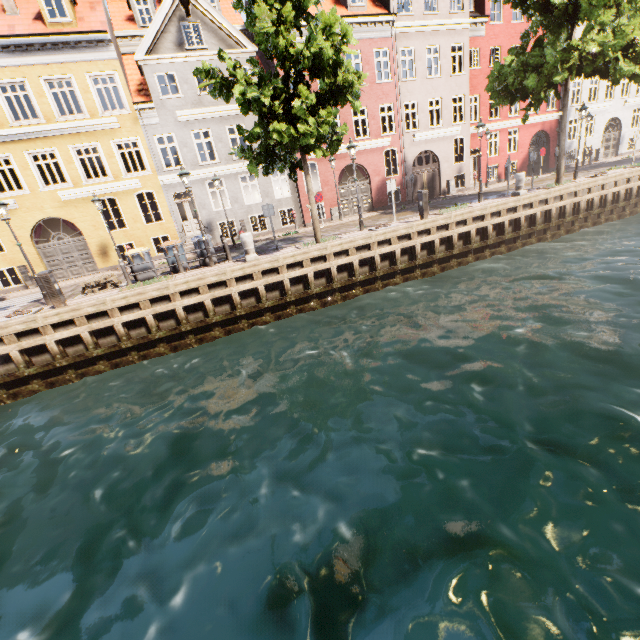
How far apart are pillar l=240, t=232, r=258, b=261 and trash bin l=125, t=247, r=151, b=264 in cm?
381

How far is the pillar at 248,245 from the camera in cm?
1231

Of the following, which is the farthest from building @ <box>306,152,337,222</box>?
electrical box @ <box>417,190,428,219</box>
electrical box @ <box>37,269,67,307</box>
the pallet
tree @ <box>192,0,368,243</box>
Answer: the pallet

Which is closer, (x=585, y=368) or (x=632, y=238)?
(x=585, y=368)

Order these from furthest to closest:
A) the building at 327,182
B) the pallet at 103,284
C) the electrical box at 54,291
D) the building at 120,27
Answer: the building at 327,182, the building at 120,27, the pallet at 103,284, the electrical box at 54,291

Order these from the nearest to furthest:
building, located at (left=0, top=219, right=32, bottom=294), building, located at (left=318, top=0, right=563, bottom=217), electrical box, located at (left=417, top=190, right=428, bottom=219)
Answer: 1. electrical box, located at (left=417, top=190, right=428, bottom=219)
2. building, located at (left=0, top=219, right=32, bottom=294)
3. building, located at (left=318, top=0, right=563, bottom=217)

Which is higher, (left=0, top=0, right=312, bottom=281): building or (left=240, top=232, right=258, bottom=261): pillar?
(left=0, top=0, right=312, bottom=281): building

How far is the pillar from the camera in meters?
12.3 m
